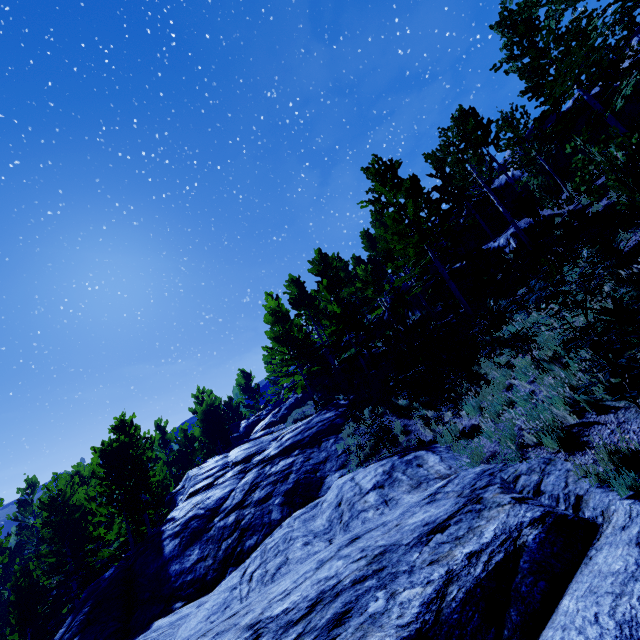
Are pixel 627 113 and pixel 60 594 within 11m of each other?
no

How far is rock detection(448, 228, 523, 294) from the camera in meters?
17.1

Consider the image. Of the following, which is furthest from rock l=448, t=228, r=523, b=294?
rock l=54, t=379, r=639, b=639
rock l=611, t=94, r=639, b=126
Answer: rock l=54, t=379, r=639, b=639

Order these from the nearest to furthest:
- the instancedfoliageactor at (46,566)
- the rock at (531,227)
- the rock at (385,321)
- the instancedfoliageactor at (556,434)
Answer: the instancedfoliageactor at (556,434) < the instancedfoliageactor at (46,566) < the rock at (531,227) < the rock at (385,321)

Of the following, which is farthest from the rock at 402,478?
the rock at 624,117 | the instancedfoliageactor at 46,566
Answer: the rock at 624,117

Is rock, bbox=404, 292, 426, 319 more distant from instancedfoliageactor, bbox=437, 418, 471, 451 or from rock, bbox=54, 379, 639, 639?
rock, bbox=54, 379, 639, 639

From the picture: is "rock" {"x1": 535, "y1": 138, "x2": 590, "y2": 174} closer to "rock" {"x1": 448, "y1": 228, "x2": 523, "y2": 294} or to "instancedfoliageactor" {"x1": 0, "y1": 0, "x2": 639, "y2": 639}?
"instancedfoliageactor" {"x1": 0, "y1": 0, "x2": 639, "y2": 639}
